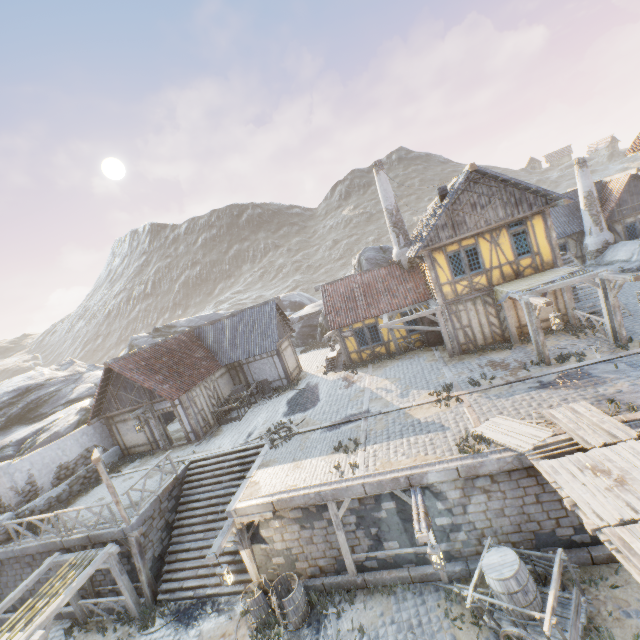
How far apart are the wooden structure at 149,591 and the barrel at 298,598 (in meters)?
5.69

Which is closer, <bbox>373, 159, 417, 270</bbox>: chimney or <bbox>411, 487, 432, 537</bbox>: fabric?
<bbox>411, 487, 432, 537</bbox>: fabric

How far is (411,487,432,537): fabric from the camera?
8.2 meters

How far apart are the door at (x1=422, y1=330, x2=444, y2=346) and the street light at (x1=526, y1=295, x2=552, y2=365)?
6.35m

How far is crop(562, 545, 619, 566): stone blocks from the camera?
8.6m

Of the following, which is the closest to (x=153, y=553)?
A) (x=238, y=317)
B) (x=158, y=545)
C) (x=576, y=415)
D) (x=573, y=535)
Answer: (x=158, y=545)

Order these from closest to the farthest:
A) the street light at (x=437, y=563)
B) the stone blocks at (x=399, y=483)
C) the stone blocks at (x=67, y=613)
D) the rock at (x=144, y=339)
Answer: the street light at (x=437, y=563) < the stone blocks at (x=399, y=483) < the stone blocks at (x=67, y=613) < the rock at (x=144, y=339)

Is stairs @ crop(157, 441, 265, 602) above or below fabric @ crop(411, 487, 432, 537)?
below
